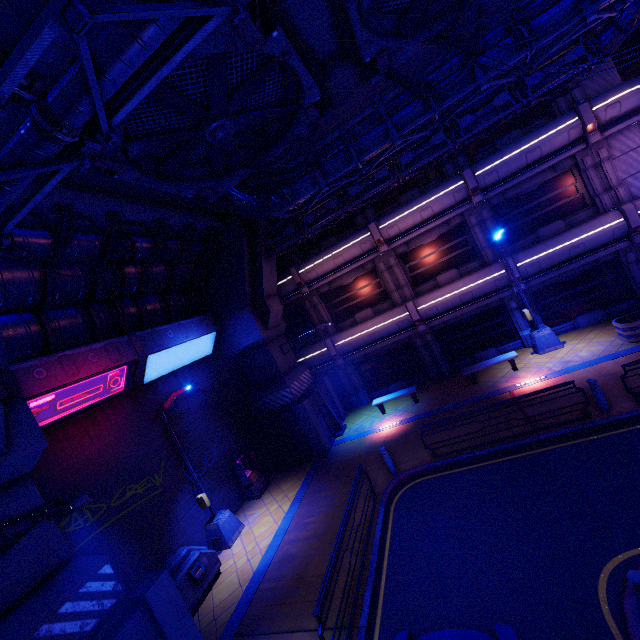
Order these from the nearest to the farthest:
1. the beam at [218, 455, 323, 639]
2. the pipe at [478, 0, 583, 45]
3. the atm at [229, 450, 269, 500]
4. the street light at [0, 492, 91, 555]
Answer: A: the street light at [0, 492, 91, 555] < the pipe at [478, 0, 583, 45] < the beam at [218, 455, 323, 639] < the atm at [229, 450, 269, 500]

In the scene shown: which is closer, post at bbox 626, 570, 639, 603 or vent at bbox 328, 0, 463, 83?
post at bbox 626, 570, 639, 603

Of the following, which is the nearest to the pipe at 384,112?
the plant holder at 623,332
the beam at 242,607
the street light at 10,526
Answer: the street light at 10,526

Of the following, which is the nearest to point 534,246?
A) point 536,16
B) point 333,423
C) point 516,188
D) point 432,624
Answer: point 516,188

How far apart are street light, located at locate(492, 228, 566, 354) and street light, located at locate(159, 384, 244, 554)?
14.9 meters

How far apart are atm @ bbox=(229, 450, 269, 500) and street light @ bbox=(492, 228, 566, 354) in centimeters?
1403cm

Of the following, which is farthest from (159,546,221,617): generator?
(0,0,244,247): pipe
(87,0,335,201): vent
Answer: (87,0,335,201): vent

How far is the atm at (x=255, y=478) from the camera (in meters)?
14.43
